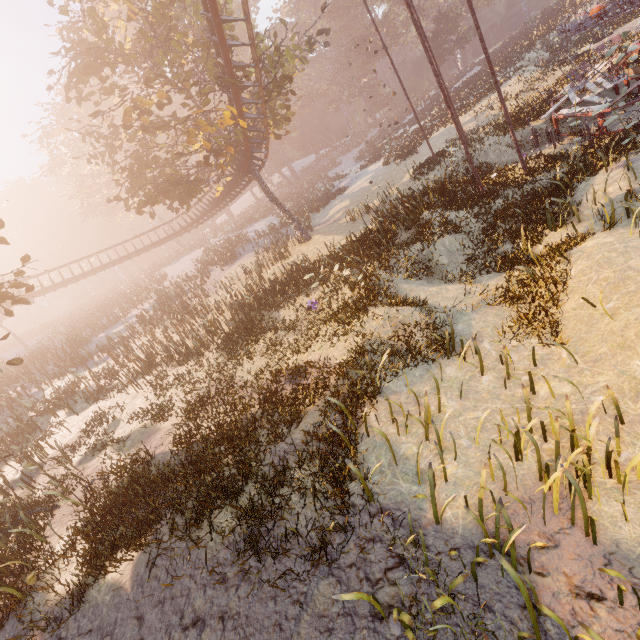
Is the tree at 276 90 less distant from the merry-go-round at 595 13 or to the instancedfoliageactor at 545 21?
the merry-go-round at 595 13

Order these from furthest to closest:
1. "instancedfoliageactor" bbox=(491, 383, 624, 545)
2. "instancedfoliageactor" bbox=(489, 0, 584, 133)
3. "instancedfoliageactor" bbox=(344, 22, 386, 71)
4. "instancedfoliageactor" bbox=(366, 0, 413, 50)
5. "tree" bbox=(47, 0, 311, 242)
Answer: "instancedfoliageactor" bbox=(344, 22, 386, 71)
"instancedfoliageactor" bbox=(366, 0, 413, 50)
"instancedfoliageactor" bbox=(489, 0, 584, 133)
"tree" bbox=(47, 0, 311, 242)
"instancedfoliageactor" bbox=(491, 383, 624, 545)

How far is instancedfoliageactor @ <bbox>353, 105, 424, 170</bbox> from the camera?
30.7 meters

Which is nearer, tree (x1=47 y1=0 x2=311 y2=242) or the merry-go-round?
the merry-go-round

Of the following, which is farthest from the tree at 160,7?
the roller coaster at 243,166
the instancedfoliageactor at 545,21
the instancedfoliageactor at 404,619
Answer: the instancedfoliageactor at 545,21

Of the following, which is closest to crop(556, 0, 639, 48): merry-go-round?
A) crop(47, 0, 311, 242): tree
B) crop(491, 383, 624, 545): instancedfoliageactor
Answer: crop(47, 0, 311, 242): tree

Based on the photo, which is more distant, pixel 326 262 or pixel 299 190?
pixel 299 190

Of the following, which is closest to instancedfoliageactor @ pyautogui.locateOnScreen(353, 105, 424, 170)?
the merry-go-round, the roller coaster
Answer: the merry-go-round
